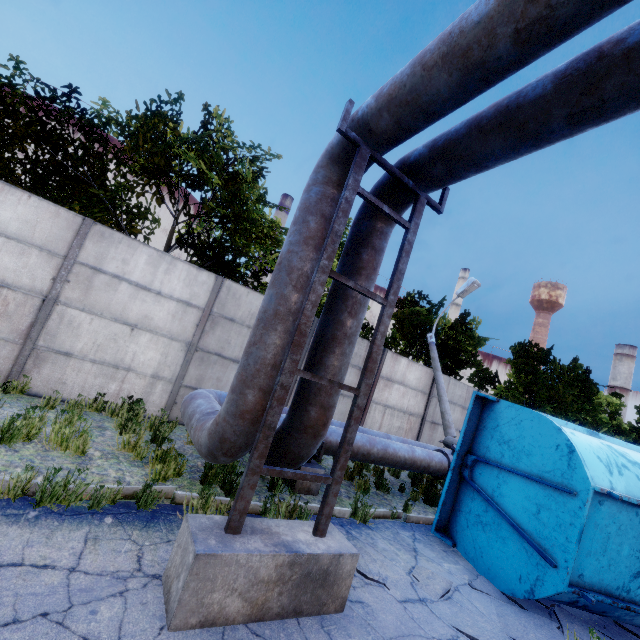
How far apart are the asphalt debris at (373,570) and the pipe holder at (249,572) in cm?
62

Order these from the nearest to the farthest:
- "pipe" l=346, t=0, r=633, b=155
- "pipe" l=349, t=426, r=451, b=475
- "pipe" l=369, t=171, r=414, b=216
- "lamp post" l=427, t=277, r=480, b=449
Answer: "pipe" l=346, t=0, r=633, b=155 → "pipe" l=369, t=171, r=414, b=216 → "pipe" l=349, t=426, r=451, b=475 → "lamp post" l=427, t=277, r=480, b=449

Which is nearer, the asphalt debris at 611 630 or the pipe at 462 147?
the pipe at 462 147

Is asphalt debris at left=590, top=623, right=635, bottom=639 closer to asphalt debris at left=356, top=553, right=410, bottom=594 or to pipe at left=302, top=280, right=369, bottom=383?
asphalt debris at left=356, top=553, right=410, bottom=594

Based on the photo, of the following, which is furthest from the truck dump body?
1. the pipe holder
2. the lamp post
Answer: the pipe holder

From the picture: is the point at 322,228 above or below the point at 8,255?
above

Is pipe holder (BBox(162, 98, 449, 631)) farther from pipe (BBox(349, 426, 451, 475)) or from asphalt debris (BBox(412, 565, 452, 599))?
asphalt debris (BBox(412, 565, 452, 599))
